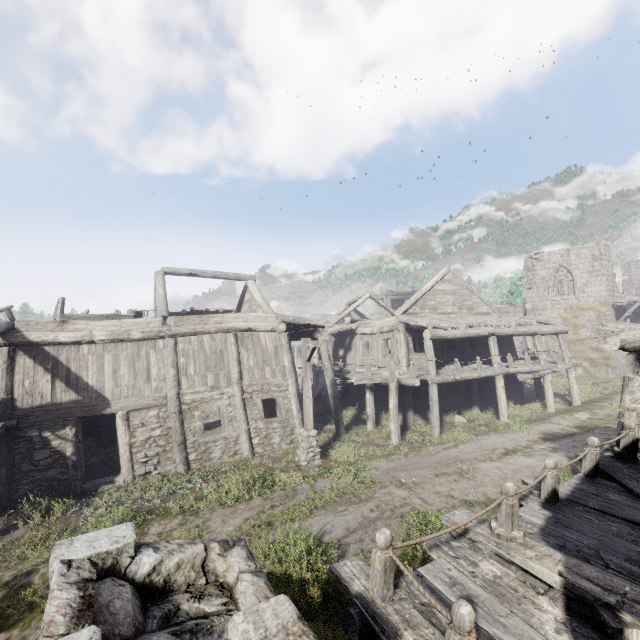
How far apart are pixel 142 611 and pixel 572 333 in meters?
34.7

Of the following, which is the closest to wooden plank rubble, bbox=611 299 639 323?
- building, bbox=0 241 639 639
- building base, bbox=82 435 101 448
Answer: building, bbox=0 241 639 639

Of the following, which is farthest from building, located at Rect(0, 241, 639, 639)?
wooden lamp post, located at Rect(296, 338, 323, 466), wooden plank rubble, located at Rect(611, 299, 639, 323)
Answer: wooden lamp post, located at Rect(296, 338, 323, 466)

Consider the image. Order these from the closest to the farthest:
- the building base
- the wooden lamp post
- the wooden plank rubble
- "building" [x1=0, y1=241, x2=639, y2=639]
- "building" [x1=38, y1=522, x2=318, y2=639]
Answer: "building" [x1=38, y1=522, x2=318, y2=639]
"building" [x1=0, y1=241, x2=639, y2=639]
the wooden lamp post
the building base
the wooden plank rubble

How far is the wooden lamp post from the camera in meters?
12.1 m

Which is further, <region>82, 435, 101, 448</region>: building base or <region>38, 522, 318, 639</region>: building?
<region>82, 435, 101, 448</region>: building base

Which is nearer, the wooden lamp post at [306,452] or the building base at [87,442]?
the wooden lamp post at [306,452]

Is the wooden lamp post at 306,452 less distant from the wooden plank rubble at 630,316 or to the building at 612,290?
the building at 612,290
